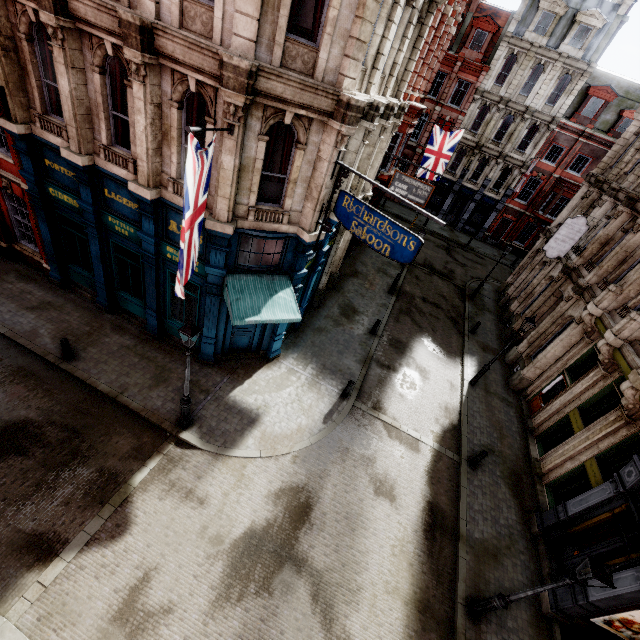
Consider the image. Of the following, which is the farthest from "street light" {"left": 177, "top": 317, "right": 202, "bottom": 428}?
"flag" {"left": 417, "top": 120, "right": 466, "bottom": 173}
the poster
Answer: "flag" {"left": 417, "top": 120, "right": 466, "bottom": 173}

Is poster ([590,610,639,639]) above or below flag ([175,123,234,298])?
below

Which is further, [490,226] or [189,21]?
[490,226]

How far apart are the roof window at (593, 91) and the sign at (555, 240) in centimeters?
2092cm

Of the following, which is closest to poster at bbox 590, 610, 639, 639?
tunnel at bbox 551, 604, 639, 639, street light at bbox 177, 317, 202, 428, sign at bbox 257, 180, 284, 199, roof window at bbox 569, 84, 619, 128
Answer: tunnel at bbox 551, 604, 639, 639

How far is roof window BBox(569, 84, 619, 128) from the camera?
28.20m

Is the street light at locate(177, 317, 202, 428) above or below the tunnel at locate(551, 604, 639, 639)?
above

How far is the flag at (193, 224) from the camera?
5.33m
